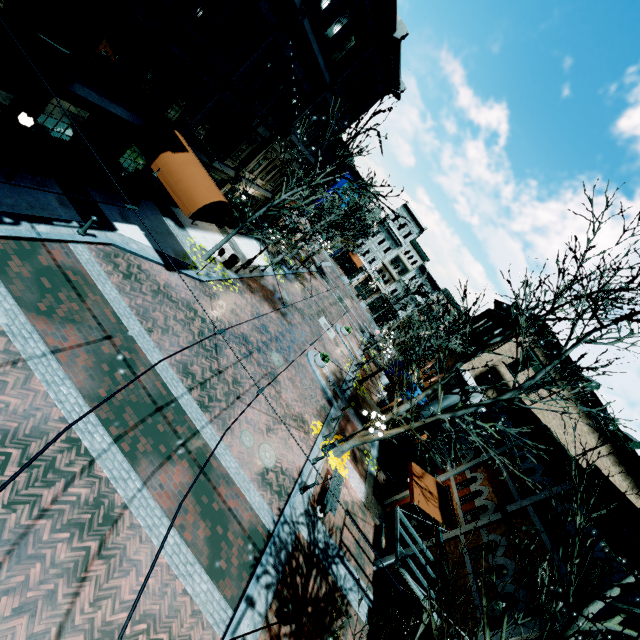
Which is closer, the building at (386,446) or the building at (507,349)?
the building at (386,446)

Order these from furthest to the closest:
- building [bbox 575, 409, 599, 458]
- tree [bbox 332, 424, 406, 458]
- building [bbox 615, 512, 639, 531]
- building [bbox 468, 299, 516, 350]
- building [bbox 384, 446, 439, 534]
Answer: building [bbox 468, 299, 516, 350]
building [bbox 575, 409, 599, 458]
building [bbox 384, 446, 439, 534]
tree [bbox 332, 424, 406, 458]
building [bbox 615, 512, 639, 531]

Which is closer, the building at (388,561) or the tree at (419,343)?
the tree at (419,343)

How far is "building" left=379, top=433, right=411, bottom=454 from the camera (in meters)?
21.50

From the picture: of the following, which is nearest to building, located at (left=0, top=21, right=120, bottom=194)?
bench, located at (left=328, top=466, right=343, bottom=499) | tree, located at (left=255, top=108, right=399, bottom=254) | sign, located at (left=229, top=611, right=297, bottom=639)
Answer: tree, located at (left=255, top=108, right=399, bottom=254)

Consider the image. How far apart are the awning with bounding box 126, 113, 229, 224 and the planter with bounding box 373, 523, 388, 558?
16.0m

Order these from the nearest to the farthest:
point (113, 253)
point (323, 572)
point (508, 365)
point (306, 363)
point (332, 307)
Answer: point (323, 572) → point (113, 253) → point (306, 363) → point (508, 365) → point (332, 307)

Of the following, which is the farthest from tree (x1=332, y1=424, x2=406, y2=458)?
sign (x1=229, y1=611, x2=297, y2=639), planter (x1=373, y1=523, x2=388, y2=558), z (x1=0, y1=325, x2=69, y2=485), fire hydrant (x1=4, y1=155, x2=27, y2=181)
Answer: fire hydrant (x1=4, y1=155, x2=27, y2=181)
